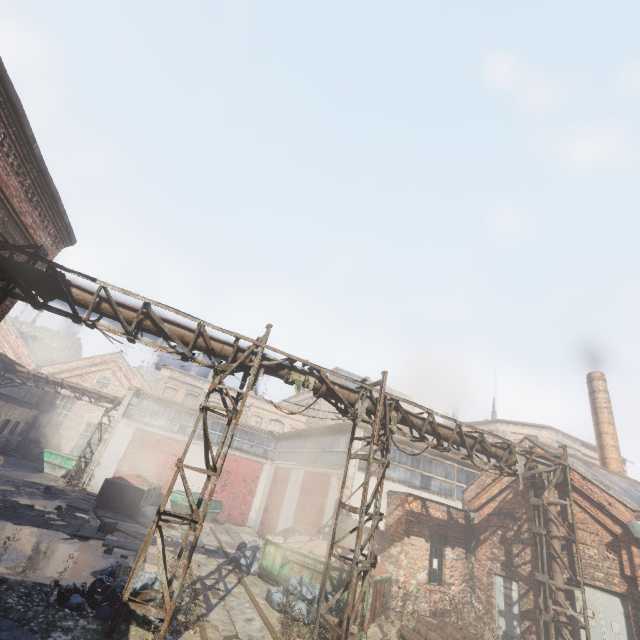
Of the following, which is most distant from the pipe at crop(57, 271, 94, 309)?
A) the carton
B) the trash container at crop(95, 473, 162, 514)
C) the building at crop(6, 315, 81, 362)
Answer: the building at crop(6, 315, 81, 362)

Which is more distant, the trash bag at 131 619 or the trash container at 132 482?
the trash container at 132 482

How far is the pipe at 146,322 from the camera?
8.00m

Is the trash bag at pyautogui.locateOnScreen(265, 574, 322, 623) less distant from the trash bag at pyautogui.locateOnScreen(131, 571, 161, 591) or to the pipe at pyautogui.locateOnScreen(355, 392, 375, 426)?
the trash bag at pyautogui.locateOnScreen(131, 571, 161, 591)

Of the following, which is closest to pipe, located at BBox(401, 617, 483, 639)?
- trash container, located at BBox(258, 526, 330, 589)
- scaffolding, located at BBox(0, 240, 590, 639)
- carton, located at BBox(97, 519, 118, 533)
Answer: trash container, located at BBox(258, 526, 330, 589)

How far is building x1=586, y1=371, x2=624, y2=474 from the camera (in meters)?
16.20

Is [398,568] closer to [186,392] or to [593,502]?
[593,502]

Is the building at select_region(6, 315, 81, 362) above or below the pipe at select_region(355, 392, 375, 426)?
above
